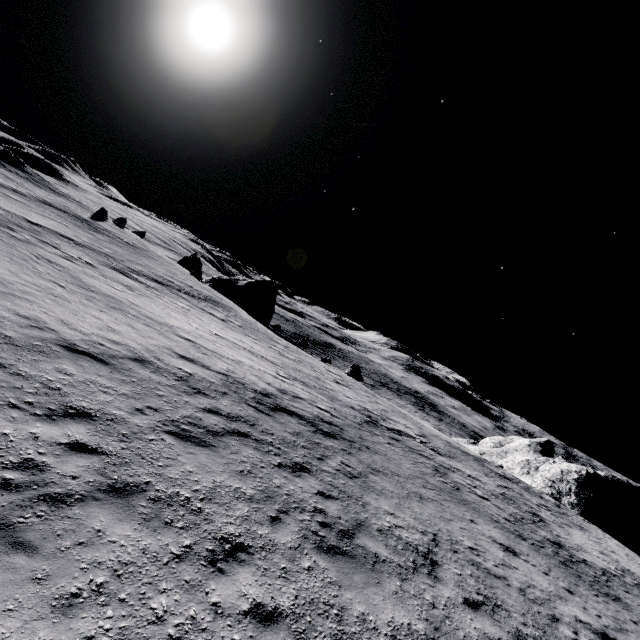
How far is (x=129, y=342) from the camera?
11.27m

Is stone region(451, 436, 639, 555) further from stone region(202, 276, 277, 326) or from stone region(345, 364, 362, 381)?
stone region(202, 276, 277, 326)

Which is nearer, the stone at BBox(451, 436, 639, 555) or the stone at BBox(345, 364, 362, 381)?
the stone at BBox(451, 436, 639, 555)

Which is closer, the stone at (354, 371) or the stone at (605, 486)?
the stone at (605, 486)

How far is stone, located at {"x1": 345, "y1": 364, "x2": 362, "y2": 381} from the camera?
38.6 meters

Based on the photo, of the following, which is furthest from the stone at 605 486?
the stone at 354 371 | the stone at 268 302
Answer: the stone at 268 302

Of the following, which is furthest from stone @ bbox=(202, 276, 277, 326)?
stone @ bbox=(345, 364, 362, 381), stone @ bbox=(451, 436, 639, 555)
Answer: stone @ bbox=(451, 436, 639, 555)

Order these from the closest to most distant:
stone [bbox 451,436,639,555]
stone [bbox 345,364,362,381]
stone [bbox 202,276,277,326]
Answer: stone [bbox 451,436,639,555] → stone [bbox 345,364,362,381] → stone [bbox 202,276,277,326]
